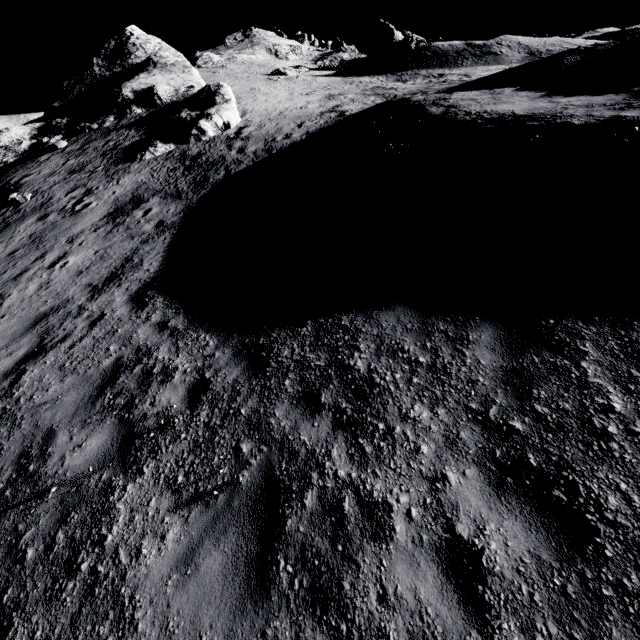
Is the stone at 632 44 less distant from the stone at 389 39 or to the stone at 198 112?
the stone at 198 112

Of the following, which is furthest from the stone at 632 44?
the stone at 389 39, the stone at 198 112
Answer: the stone at 389 39

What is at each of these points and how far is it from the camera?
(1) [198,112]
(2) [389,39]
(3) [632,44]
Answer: (1) stone, 23.2m
(2) stone, 39.9m
(3) stone, 10.6m

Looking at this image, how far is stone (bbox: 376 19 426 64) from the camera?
35.88m

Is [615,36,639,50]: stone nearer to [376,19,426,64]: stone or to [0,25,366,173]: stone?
[0,25,366,173]: stone

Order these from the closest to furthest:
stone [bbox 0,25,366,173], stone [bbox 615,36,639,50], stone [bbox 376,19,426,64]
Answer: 1. stone [bbox 615,36,639,50]
2. stone [bbox 0,25,366,173]
3. stone [bbox 376,19,426,64]

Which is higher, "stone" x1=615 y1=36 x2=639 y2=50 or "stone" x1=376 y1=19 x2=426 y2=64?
"stone" x1=376 y1=19 x2=426 y2=64
